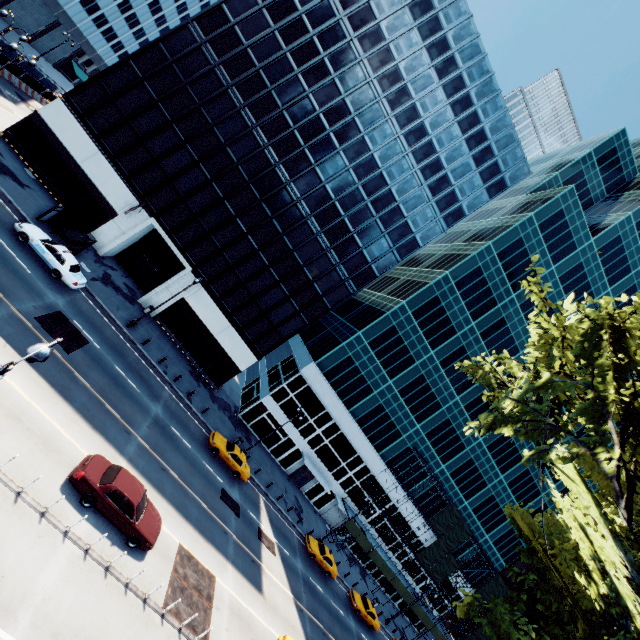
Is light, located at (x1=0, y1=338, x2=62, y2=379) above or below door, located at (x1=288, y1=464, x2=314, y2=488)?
above

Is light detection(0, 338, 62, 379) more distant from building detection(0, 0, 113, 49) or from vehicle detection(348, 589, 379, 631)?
building detection(0, 0, 113, 49)

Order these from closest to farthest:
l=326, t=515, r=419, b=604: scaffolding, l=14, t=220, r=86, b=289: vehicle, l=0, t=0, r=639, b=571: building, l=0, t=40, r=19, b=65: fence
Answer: l=14, t=220, r=86, b=289: vehicle < l=0, t=0, r=639, b=571: building < l=0, t=40, r=19, b=65: fence < l=326, t=515, r=419, b=604: scaffolding

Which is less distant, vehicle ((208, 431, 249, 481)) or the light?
the light

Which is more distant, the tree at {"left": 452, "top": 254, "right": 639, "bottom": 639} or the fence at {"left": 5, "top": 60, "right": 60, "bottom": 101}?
the fence at {"left": 5, "top": 60, "right": 60, "bottom": 101}

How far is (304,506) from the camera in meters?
39.6 m

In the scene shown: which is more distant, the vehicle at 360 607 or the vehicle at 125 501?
the vehicle at 360 607

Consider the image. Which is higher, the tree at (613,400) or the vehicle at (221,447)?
the tree at (613,400)
